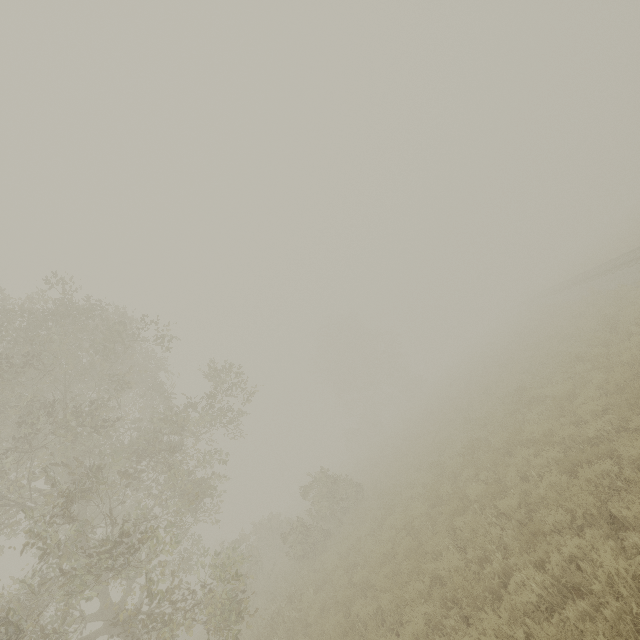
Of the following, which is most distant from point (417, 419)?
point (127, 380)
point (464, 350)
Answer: point (464, 350)
